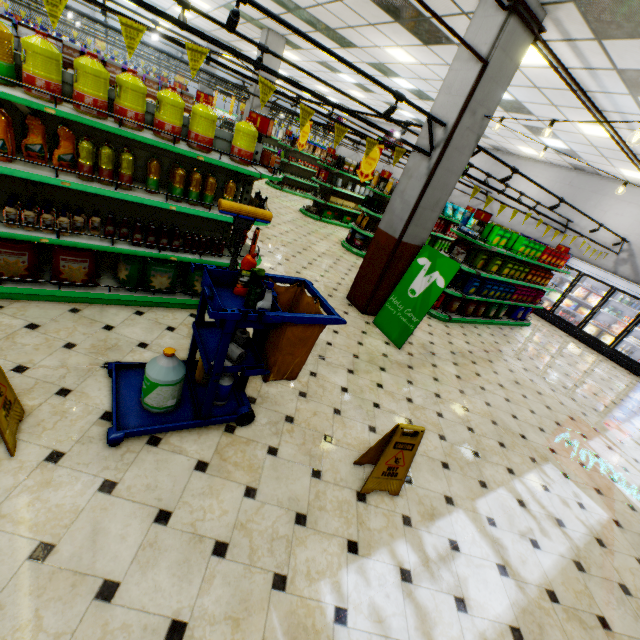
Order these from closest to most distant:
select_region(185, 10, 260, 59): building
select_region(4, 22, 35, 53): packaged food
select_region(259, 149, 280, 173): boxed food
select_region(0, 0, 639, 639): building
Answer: select_region(0, 0, 639, 639): building < select_region(259, 149, 280, 173): boxed food < select_region(4, 22, 35, 53): packaged food < select_region(185, 10, 260, 59): building

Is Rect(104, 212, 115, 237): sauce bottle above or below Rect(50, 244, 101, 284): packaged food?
above

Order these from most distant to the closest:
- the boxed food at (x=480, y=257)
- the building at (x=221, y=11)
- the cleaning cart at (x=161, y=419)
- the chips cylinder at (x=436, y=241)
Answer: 1. the chips cylinder at (x=436, y=241)
2. the building at (x=221, y=11)
3. the boxed food at (x=480, y=257)
4. the cleaning cart at (x=161, y=419)

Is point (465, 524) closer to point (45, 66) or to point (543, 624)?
point (543, 624)

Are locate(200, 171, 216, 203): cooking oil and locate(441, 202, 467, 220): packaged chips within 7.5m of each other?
no

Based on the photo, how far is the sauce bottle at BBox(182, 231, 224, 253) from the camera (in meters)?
3.99

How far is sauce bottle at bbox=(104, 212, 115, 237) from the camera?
3.52m

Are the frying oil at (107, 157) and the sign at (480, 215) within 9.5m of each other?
yes
